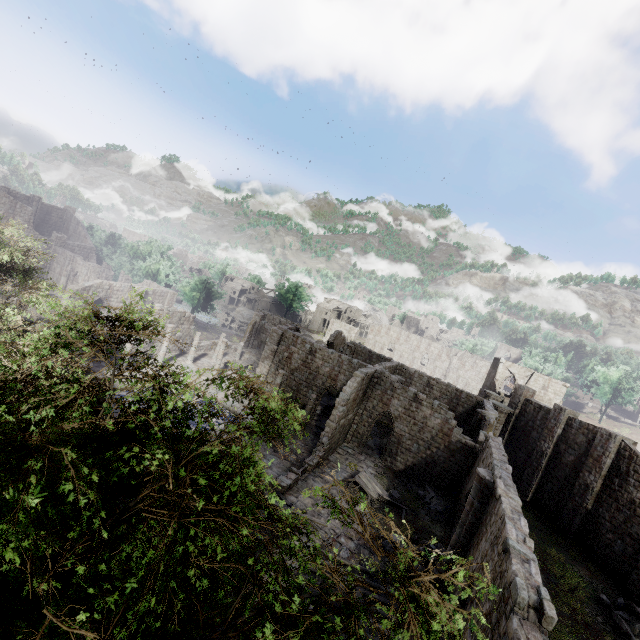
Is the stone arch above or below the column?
below

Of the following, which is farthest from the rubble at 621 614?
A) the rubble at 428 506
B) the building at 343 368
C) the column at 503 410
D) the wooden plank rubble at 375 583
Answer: the column at 503 410

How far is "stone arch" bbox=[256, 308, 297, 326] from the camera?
53.21m

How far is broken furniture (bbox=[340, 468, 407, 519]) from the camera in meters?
20.4

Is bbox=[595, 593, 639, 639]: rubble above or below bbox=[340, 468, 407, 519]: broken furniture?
above

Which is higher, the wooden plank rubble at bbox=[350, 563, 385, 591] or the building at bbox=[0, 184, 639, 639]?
the wooden plank rubble at bbox=[350, 563, 385, 591]

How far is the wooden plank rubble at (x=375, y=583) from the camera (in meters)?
14.22

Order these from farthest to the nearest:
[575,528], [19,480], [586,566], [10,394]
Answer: [575,528], [586,566], [10,394], [19,480]
